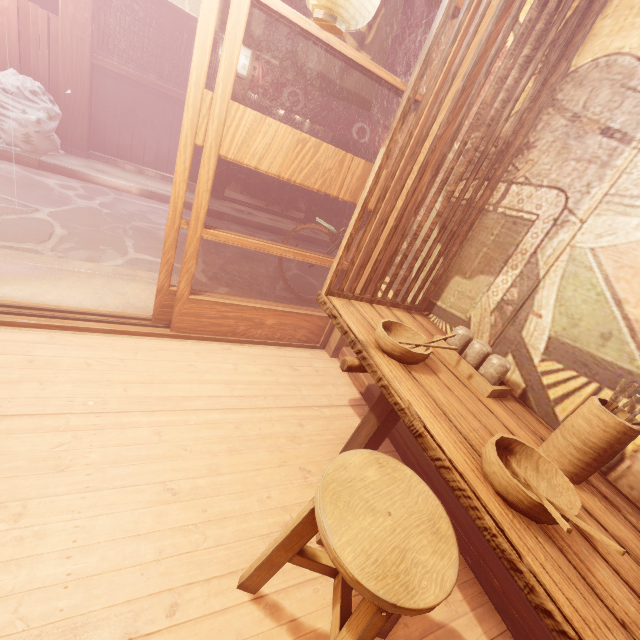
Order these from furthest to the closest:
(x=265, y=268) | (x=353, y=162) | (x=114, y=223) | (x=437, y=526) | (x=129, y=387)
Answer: (x=265, y=268), (x=114, y=223), (x=353, y=162), (x=129, y=387), (x=437, y=526)

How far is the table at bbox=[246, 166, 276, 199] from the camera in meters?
15.2 m

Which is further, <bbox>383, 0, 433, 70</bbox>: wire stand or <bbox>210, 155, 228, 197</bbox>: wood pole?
<bbox>210, 155, 228, 197</bbox>: wood pole

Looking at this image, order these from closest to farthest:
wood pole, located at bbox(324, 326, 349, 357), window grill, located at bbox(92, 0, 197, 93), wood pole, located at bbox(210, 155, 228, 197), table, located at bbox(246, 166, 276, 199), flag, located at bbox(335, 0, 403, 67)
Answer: flag, located at bbox(335, 0, 403, 67) < wood pole, located at bbox(324, 326, 349, 357) < window grill, located at bbox(92, 0, 197, 93) < wood pole, located at bbox(210, 155, 228, 197) < table, located at bbox(246, 166, 276, 199)

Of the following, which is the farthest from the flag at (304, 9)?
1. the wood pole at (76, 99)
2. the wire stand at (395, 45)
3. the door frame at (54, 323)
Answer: the wood pole at (76, 99)

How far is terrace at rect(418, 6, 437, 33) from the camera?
11.92m

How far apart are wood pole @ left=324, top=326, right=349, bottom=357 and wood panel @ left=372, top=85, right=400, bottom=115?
9.7m

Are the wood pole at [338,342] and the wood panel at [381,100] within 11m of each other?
yes
